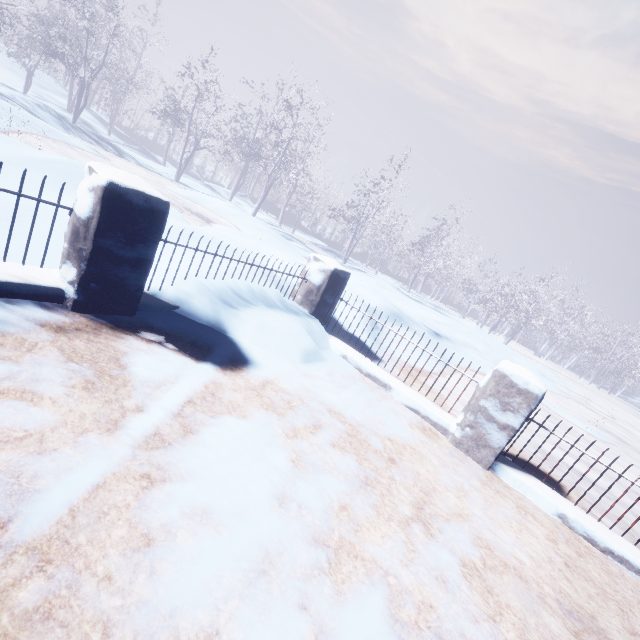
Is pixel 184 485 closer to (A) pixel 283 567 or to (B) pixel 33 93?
(A) pixel 283 567
